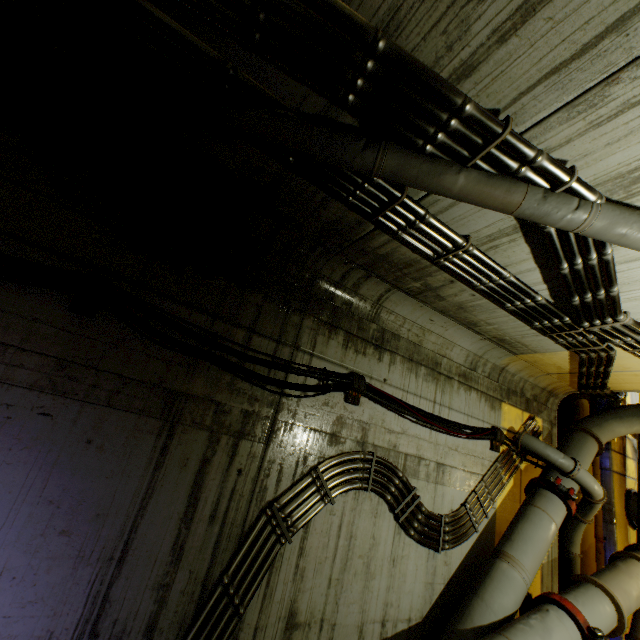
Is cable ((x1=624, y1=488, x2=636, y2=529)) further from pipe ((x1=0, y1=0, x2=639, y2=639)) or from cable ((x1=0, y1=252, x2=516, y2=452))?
cable ((x1=0, y1=252, x2=516, y2=452))

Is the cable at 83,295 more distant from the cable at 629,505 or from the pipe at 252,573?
the cable at 629,505

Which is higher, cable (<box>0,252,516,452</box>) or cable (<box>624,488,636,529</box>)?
cable (<box>0,252,516,452</box>)

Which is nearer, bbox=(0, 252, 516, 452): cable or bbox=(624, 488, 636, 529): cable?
bbox=(0, 252, 516, 452): cable

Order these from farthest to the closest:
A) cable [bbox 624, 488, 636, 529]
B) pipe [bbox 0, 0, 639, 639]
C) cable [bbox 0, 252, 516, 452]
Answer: cable [bbox 624, 488, 636, 529], cable [bbox 0, 252, 516, 452], pipe [bbox 0, 0, 639, 639]

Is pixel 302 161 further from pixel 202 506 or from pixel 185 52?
pixel 202 506

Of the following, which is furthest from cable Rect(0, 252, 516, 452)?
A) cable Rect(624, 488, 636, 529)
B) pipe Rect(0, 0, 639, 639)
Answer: cable Rect(624, 488, 636, 529)
